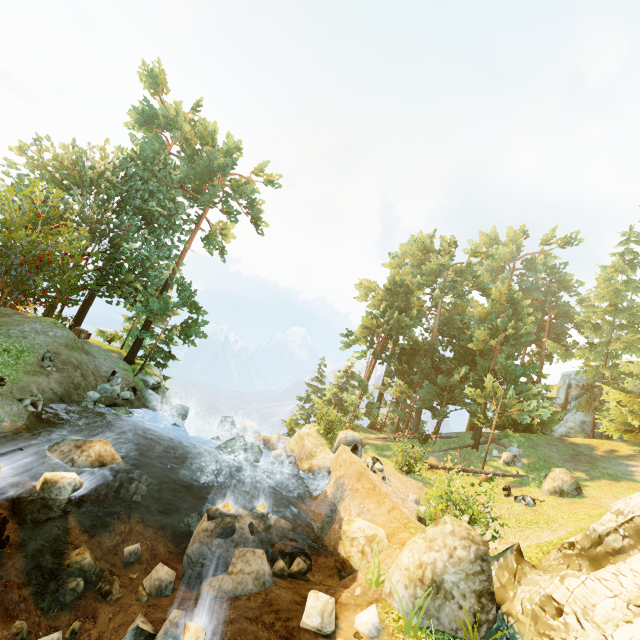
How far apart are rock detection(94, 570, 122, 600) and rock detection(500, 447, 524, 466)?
22.8m

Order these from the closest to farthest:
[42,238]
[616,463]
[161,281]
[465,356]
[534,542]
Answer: [534,542]
[42,238]
[616,463]
[161,281]
[465,356]

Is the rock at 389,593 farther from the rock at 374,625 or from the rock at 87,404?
the rock at 87,404

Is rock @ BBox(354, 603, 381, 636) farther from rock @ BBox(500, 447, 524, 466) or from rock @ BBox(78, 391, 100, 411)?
rock @ BBox(500, 447, 524, 466)

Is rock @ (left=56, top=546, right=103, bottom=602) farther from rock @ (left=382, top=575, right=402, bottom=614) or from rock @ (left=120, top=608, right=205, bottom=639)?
rock @ (left=382, top=575, right=402, bottom=614)

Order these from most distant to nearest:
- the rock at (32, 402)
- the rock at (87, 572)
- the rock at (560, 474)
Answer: the rock at (560, 474), the rock at (32, 402), the rock at (87, 572)

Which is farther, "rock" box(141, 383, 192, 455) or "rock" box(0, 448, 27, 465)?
"rock" box(141, 383, 192, 455)

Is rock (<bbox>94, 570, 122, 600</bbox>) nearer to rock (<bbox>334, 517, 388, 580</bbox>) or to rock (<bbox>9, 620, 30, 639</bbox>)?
rock (<bbox>9, 620, 30, 639</bbox>)
